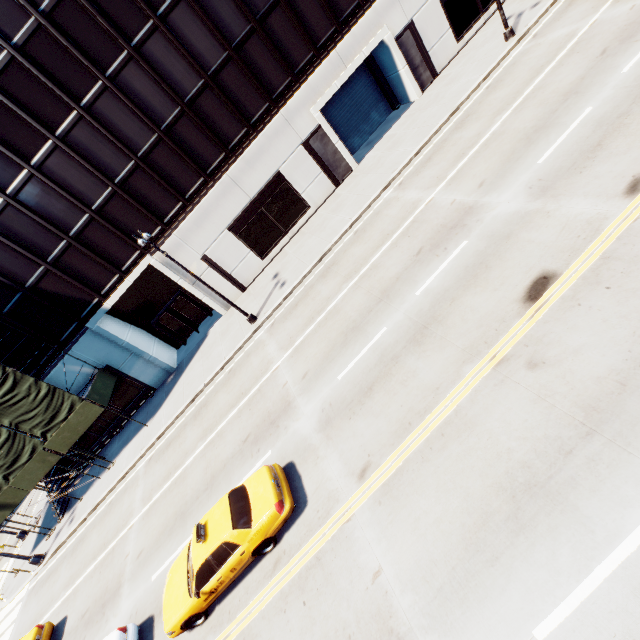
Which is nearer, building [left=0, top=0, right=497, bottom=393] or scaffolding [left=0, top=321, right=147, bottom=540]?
building [left=0, top=0, right=497, bottom=393]

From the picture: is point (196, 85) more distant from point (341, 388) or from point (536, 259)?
point (536, 259)

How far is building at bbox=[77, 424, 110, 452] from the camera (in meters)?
23.08

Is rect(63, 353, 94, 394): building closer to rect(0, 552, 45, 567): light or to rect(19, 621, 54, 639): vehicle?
rect(0, 552, 45, 567): light

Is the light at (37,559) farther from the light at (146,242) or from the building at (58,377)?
the light at (146,242)

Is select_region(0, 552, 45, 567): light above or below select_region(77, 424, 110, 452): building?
below

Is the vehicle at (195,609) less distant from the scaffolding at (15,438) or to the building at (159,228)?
the scaffolding at (15,438)
